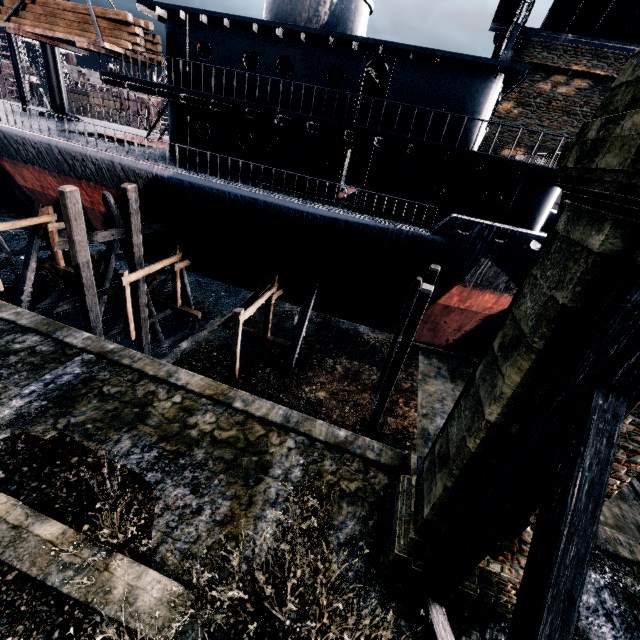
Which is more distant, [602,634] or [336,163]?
[336,163]

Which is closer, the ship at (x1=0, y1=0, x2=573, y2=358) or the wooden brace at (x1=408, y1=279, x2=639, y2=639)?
the wooden brace at (x1=408, y1=279, x2=639, y2=639)

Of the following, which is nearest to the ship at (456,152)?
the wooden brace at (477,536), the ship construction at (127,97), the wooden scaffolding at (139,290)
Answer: the wooden scaffolding at (139,290)

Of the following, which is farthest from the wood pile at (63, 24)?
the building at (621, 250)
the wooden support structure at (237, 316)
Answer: the building at (621, 250)

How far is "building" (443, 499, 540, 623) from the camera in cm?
684

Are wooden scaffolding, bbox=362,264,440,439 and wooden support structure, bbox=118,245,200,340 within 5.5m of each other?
no

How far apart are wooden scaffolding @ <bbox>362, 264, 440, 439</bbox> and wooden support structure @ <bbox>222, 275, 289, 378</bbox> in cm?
551

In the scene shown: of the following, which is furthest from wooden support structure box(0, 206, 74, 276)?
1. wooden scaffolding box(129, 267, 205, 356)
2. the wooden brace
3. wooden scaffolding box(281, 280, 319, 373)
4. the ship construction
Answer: the ship construction
